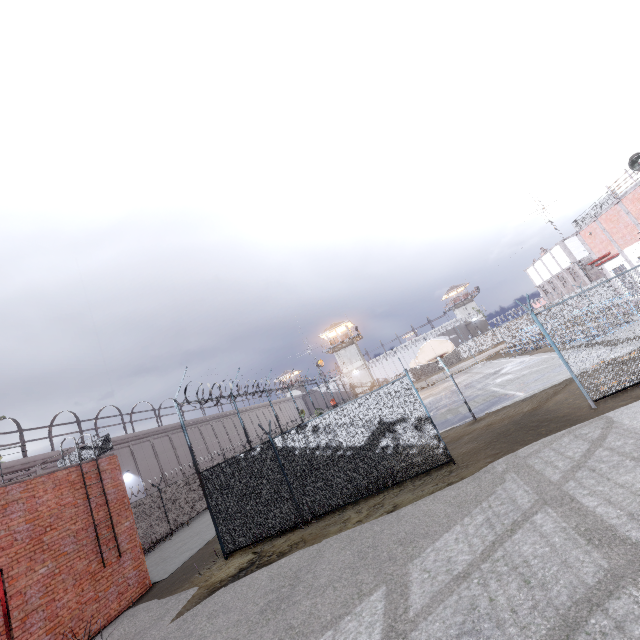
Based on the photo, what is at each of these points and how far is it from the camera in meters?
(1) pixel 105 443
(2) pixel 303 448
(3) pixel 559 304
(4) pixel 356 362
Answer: (1) metal railing, 13.2
(2) fence, 10.5
(3) fence, 37.3
(4) building, 55.3

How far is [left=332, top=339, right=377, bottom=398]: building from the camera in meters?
54.3 m

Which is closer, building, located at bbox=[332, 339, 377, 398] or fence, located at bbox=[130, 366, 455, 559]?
fence, located at bbox=[130, 366, 455, 559]

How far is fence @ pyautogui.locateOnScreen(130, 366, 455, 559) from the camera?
9.75m

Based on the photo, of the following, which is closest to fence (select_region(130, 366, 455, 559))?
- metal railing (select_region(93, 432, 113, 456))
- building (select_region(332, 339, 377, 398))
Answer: metal railing (select_region(93, 432, 113, 456))

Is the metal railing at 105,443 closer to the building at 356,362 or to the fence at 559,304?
the fence at 559,304

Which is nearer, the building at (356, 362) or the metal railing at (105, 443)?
the metal railing at (105, 443)
